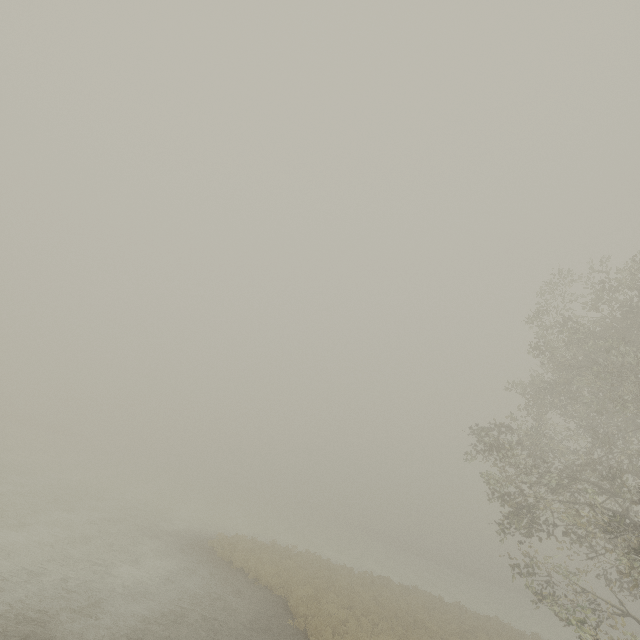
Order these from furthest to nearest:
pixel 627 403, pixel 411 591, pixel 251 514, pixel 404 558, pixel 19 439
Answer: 1. pixel 404 558
2. pixel 251 514
3. pixel 19 439
4. pixel 411 591
5. pixel 627 403
